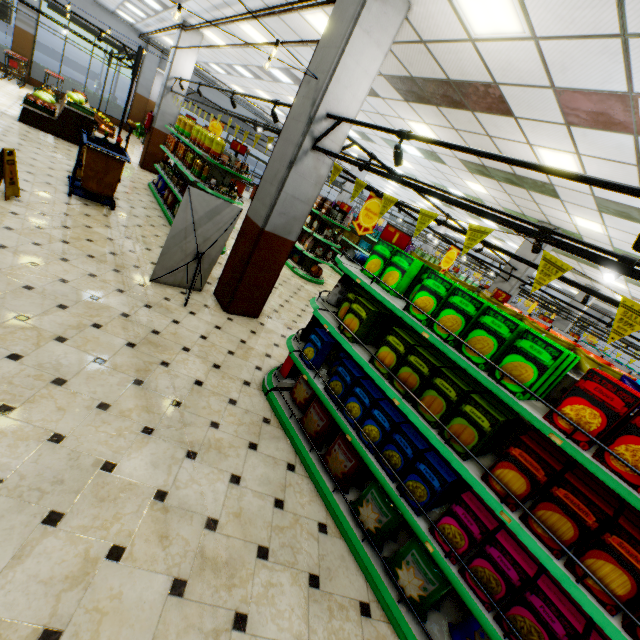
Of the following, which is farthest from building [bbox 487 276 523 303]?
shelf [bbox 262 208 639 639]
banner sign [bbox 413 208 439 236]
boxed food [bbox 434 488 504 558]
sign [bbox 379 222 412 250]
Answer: banner sign [bbox 413 208 439 236]

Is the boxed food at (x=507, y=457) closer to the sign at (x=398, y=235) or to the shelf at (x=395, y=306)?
the shelf at (x=395, y=306)

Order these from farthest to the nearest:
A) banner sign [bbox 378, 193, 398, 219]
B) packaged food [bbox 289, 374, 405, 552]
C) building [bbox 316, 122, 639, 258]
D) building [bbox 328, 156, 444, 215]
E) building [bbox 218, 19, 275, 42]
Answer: building [bbox 328, 156, 444, 215] → building [bbox 218, 19, 275, 42] → building [bbox 316, 122, 639, 258] → banner sign [bbox 378, 193, 398, 219] → packaged food [bbox 289, 374, 405, 552]

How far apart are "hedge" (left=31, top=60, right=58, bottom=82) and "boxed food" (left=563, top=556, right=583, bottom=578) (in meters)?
24.92

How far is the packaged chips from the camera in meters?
3.9

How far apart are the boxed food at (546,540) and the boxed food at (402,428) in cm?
26

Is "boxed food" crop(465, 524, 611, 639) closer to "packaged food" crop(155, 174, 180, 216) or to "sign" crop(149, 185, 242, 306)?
"sign" crop(149, 185, 242, 306)

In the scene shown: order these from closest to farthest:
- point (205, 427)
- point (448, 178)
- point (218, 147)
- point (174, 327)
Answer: point (205, 427) < point (174, 327) < point (218, 147) < point (448, 178)
